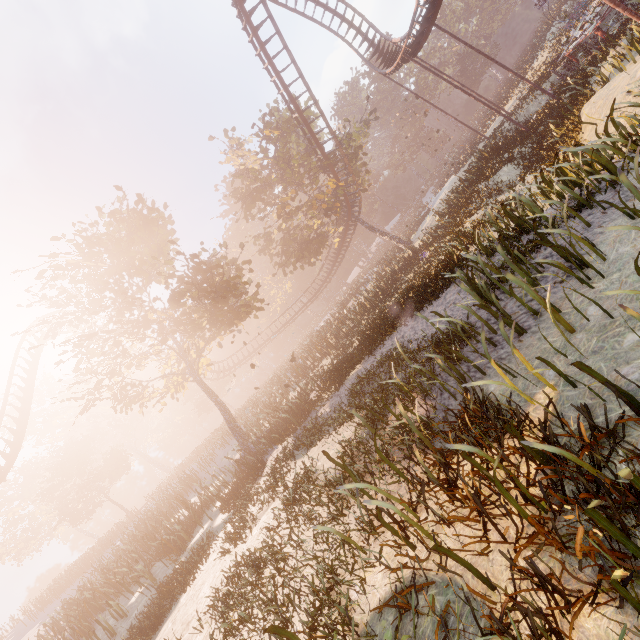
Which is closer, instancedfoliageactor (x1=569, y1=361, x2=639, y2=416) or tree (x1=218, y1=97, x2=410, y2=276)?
instancedfoliageactor (x1=569, y1=361, x2=639, y2=416)

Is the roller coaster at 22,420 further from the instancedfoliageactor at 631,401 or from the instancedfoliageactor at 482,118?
the instancedfoliageactor at 482,118

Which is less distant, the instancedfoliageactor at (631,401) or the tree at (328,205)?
the instancedfoliageactor at (631,401)

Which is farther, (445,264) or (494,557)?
(445,264)

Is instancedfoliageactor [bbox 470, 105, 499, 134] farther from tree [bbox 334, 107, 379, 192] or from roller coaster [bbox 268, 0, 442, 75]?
roller coaster [bbox 268, 0, 442, 75]

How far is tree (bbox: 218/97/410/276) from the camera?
27.6 meters
